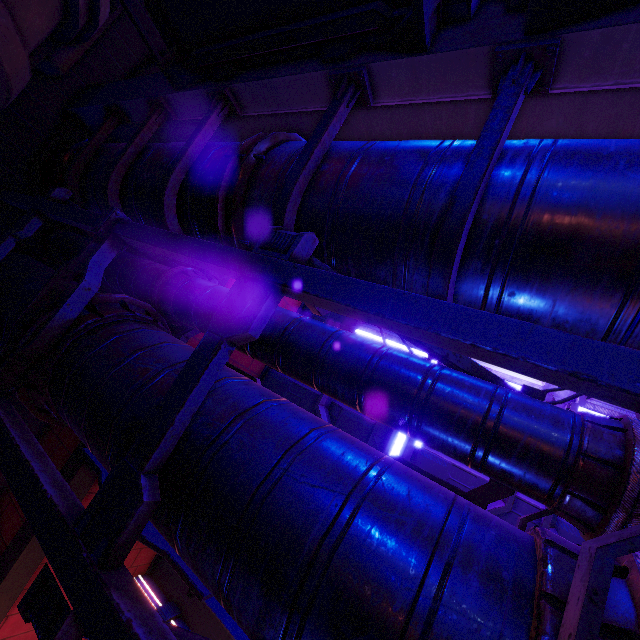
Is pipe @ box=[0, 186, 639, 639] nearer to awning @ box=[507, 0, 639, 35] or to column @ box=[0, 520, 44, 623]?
column @ box=[0, 520, 44, 623]

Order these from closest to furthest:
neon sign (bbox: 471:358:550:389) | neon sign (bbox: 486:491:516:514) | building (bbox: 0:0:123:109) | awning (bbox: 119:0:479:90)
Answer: awning (bbox: 119:0:479:90) → building (bbox: 0:0:123:109) → neon sign (bbox: 486:491:516:514) → neon sign (bbox: 471:358:550:389)

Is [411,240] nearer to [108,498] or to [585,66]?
[585,66]

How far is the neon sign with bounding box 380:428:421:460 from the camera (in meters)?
7.64

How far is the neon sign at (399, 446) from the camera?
7.6 meters

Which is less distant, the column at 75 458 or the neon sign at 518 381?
the column at 75 458
